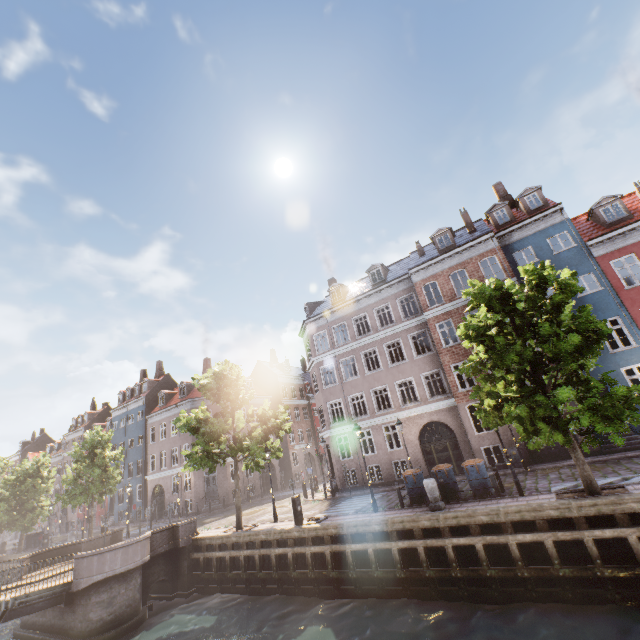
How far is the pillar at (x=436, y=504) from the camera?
12.3 meters

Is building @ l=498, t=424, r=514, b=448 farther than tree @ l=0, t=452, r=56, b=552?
No

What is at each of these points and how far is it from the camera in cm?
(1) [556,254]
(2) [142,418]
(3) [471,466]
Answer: (1) building, 1969
(2) building, 4009
(3) trash bin, 1330

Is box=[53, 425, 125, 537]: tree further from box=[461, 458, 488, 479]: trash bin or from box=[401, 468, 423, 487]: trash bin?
box=[401, 468, 423, 487]: trash bin

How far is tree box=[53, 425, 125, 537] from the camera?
24.9 meters

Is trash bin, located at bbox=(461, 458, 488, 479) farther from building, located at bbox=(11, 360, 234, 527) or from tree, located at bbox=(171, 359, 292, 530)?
building, located at bbox=(11, 360, 234, 527)

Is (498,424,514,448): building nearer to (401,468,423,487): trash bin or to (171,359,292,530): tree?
(171,359,292,530): tree

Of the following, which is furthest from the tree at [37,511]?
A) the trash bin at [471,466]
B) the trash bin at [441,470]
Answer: the trash bin at [441,470]
